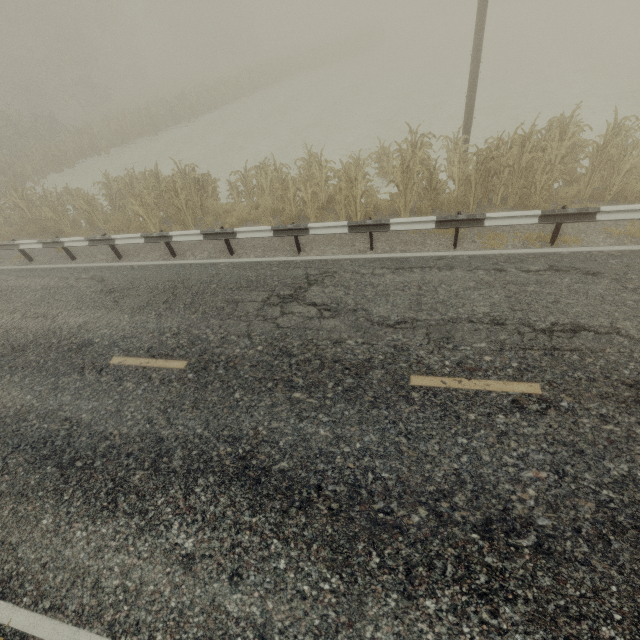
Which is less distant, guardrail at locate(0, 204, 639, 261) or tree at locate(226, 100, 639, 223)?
guardrail at locate(0, 204, 639, 261)

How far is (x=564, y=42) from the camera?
25.8m

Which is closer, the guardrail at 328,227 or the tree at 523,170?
the guardrail at 328,227
